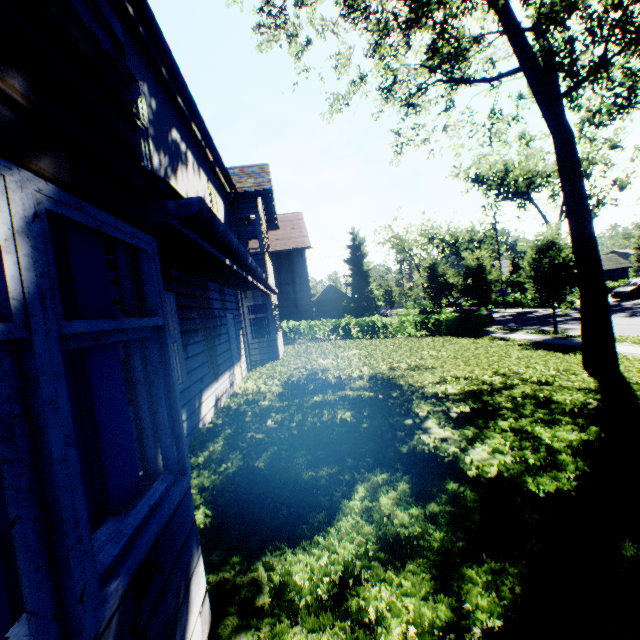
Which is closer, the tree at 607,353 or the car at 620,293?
the tree at 607,353

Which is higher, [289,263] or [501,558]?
[289,263]

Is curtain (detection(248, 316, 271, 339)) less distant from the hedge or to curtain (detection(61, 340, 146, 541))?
the hedge

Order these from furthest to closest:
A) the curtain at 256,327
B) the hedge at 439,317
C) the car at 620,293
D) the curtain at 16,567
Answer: the car at 620,293 → the hedge at 439,317 → the curtain at 256,327 → the curtain at 16,567

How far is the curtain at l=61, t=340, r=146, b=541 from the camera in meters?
1.7 m

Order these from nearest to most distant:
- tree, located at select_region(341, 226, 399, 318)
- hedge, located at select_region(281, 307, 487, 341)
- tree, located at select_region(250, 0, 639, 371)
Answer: tree, located at select_region(250, 0, 639, 371) < hedge, located at select_region(281, 307, 487, 341) < tree, located at select_region(341, 226, 399, 318)

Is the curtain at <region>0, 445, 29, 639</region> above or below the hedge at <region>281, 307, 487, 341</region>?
above

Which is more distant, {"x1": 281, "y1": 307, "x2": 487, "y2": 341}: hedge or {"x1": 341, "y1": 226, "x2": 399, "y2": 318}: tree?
{"x1": 341, "y1": 226, "x2": 399, "y2": 318}: tree
